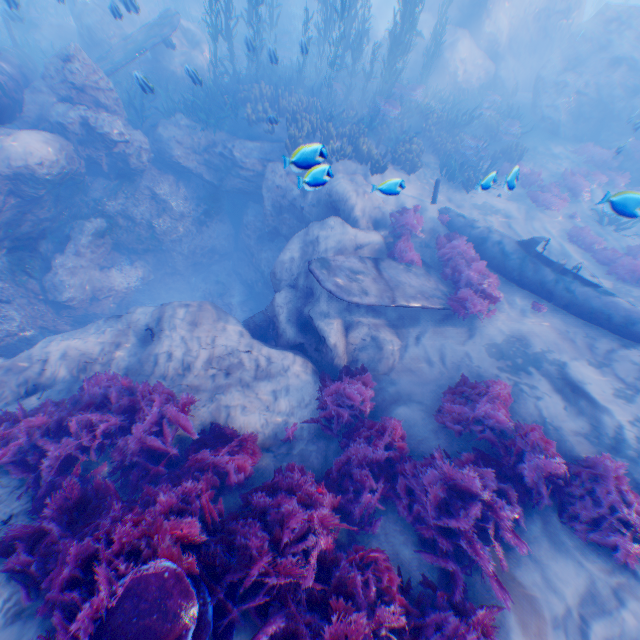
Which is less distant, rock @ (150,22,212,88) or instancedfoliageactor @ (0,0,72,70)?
instancedfoliageactor @ (0,0,72,70)

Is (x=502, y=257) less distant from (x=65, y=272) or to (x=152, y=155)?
(x=152, y=155)

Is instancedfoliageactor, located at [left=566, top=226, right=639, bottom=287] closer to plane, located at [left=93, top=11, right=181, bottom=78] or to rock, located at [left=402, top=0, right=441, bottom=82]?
rock, located at [left=402, top=0, right=441, bottom=82]

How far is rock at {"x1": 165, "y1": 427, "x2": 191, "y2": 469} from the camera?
5.4m

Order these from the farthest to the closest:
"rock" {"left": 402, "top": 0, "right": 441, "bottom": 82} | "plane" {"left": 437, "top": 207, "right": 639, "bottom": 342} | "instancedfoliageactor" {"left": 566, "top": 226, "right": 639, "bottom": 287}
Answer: "rock" {"left": 402, "top": 0, "right": 441, "bottom": 82} → "instancedfoliageactor" {"left": 566, "top": 226, "right": 639, "bottom": 287} → "plane" {"left": 437, "top": 207, "right": 639, "bottom": 342}

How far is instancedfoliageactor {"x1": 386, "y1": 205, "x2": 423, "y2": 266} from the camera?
9.30m

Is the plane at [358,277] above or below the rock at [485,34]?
below

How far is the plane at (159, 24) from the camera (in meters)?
11.88
